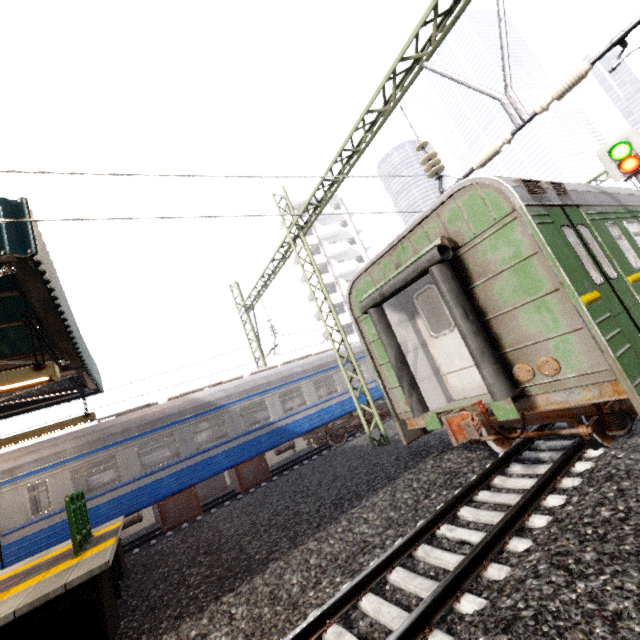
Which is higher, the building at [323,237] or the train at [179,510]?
the building at [323,237]

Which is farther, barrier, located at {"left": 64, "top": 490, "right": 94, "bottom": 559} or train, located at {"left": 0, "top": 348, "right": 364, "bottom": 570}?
train, located at {"left": 0, "top": 348, "right": 364, "bottom": 570}

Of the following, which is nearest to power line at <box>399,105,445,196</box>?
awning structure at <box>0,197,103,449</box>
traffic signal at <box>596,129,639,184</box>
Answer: traffic signal at <box>596,129,639,184</box>

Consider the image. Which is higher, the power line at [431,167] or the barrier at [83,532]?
the power line at [431,167]

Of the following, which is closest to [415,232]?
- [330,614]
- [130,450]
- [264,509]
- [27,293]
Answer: [330,614]

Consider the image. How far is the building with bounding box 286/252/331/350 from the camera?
44.2m

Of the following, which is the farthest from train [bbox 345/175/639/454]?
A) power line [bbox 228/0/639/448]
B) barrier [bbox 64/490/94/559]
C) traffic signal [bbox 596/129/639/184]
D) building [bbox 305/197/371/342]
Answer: building [bbox 305/197/371/342]
